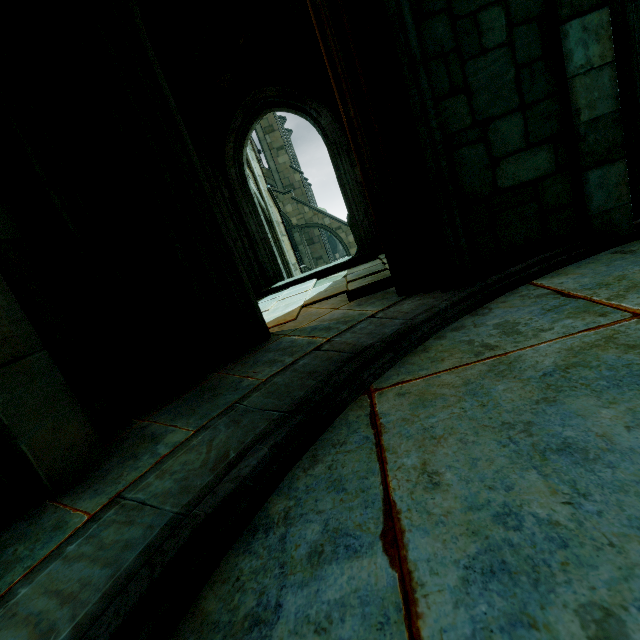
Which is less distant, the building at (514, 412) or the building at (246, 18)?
the building at (514, 412)

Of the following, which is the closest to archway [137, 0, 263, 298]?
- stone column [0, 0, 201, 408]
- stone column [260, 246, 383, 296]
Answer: stone column [260, 246, 383, 296]

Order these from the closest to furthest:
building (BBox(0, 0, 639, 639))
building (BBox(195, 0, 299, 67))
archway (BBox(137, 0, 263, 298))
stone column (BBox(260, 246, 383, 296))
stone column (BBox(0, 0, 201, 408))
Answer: building (BBox(0, 0, 639, 639)) < stone column (BBox(0, 0, 201, 408)) < archway (BBox(137, 0, 263, 298)) < building (BBox(195, 0, 299, 67)) < stone column (BBox(260, 246, 383, 296))

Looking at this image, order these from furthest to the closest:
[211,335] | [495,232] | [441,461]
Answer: [211,335]
[495,232]
[441,461]

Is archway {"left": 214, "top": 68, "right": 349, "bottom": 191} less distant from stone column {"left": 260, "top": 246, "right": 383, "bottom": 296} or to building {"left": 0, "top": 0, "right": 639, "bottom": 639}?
building {"left": 0, "top": 0, "right": 639, "bottom": 639}

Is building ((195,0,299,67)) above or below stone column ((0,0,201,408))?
above

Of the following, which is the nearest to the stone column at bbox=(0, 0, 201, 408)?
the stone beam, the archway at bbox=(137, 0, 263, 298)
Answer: the stone beam

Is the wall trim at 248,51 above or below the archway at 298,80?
above
